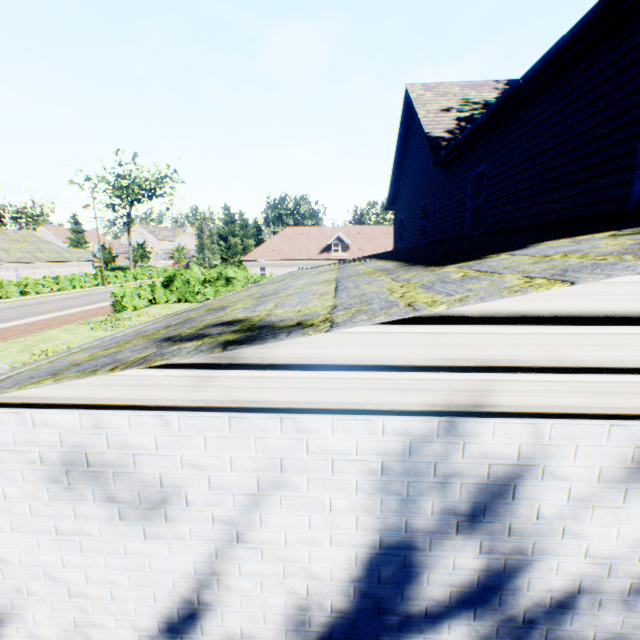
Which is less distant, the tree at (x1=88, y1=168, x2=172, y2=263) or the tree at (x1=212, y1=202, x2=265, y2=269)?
the tree at (x1=212, y1=202, x2=265, y2=269)

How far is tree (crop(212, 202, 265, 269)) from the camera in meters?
42.5 m

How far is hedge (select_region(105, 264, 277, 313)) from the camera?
23.30m

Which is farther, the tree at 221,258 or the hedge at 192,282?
the tree at 221,258

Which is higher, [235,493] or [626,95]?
[626,95]

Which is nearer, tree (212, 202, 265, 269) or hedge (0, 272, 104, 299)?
hedge (0, 272, 104, 299)

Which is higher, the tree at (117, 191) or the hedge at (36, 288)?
the tree at (117, 191)
